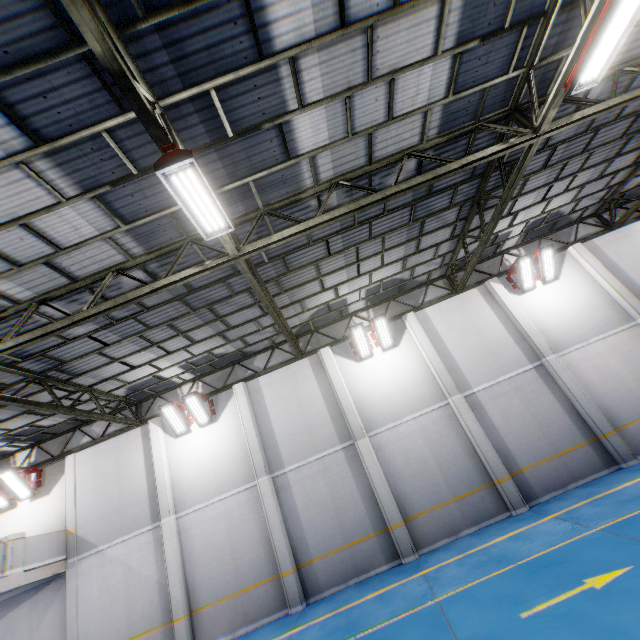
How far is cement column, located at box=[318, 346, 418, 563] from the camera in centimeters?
1066cm

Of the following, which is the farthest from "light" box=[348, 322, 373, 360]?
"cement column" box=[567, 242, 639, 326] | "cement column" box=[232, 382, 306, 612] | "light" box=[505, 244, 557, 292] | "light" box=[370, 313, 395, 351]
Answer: "cement column" box=[567, 242, 639, 326]

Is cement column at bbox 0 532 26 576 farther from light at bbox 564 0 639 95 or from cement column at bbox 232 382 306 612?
light at bbox 564 0 639 95

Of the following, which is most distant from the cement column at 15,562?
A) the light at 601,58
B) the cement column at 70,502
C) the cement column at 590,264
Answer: the cement column at 590,264

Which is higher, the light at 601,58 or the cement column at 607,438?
the light at 601,58

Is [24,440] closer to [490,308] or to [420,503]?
[420,503]

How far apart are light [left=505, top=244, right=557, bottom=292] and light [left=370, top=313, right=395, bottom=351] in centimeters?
563cm

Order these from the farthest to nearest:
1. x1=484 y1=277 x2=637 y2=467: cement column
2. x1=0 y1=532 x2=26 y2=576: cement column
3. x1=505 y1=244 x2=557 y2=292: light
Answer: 1. x1=505 y1=244 x2=557 y2=292: light
2. x1=484 y1=277 x2=637 y2=467: cement column
3. x1=0 y1=532 x2=26 y2=576: cement column
